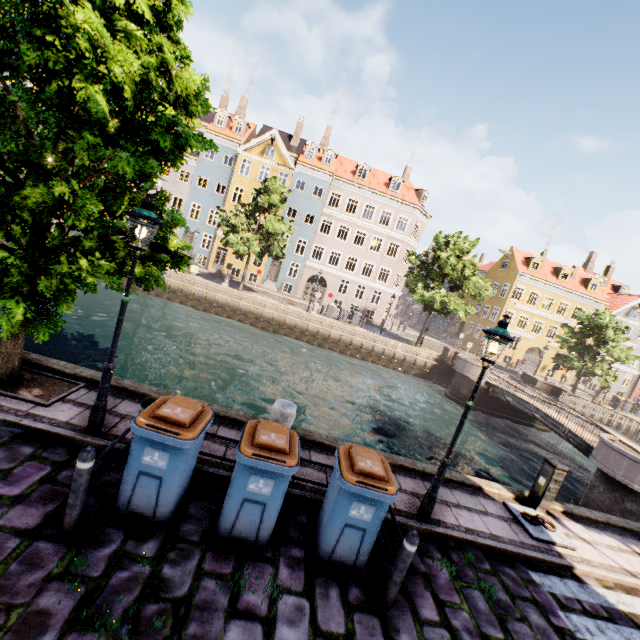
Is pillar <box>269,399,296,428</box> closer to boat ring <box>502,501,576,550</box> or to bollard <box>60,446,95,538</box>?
bollard <box>60,446,95,538</box>

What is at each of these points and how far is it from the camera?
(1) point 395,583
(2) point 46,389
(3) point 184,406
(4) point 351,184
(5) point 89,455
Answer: (1) bollard, 4.0 meters
(2) tree planter, 6.0 meters
(3) trash bin, 4.5 meters
(4) building, 34.8 meters
(5) bollard, 3.6 meters

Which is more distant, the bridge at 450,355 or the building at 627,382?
the building at 627,382

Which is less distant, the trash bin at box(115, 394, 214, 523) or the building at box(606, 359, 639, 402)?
the trash bin at box(115, 394, 214, 523)

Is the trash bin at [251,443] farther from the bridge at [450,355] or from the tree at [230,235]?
the bridge at [450,355]

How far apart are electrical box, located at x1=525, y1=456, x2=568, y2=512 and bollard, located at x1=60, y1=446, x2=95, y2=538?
8.80m

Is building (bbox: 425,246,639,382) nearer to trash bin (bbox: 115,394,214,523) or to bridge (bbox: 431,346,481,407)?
bridge (bbox: 431,346,481,407)

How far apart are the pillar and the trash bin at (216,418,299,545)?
0.93m
